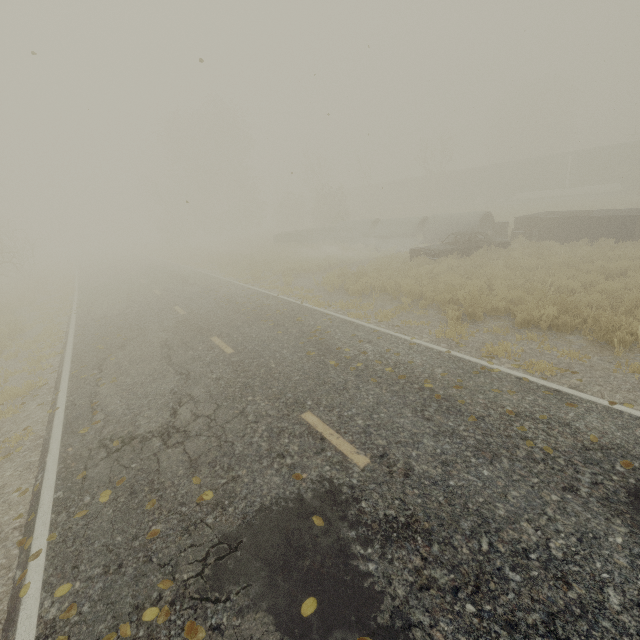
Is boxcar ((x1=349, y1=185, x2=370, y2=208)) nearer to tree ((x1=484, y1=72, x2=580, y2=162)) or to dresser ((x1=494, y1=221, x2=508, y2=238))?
tree ((x1=484, y1=72, x2=580, y2=162))

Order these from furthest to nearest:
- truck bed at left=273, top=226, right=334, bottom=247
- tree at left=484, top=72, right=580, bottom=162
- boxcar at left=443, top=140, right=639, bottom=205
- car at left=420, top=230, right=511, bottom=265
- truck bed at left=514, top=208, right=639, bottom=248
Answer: tree at left=484, top=72, right=580, bottom=162 → boxcar at left=443, top=140, right=639, bottom=205 → truck bed at left=273, top=226, right=334, bottom=247 → car at left=420, top=230, right=511, bottom=265 → truck bed at left=514, top=208, right=639, bottom=248

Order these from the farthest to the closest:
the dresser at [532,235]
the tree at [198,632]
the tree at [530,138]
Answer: the tree at [530,138]
the dresser at [532,235]
the tree at [198,632]

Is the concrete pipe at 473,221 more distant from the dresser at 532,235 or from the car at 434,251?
the car at 434,251

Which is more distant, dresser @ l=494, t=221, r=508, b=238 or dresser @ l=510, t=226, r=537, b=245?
dresser @ l=494, t=221, r=508, b=238

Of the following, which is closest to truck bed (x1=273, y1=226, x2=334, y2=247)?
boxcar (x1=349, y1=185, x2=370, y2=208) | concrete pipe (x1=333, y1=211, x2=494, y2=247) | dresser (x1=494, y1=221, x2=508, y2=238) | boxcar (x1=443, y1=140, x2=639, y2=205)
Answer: concrete pipe (x1=333, y1=211, x2=494, y2=247)

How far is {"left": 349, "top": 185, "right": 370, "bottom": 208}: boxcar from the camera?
57.9m

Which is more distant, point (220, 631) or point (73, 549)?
point (73, 549)
